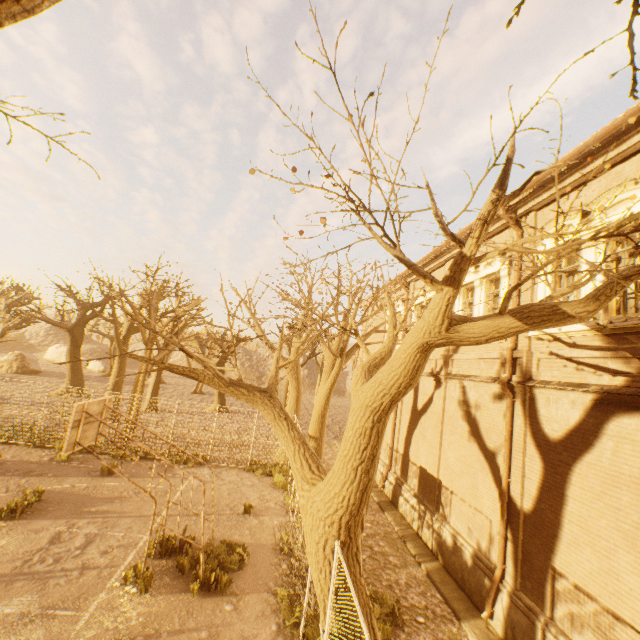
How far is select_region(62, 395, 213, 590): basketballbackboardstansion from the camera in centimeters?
766cm

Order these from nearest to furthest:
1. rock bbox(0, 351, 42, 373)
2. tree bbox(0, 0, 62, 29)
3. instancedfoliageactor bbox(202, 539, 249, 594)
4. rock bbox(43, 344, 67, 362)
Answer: tree bbox(0, 0, 62, 29) → instancedfoliageactor bbox(202, 539, 249, 594) → rock bbox(0, 351, 42, 373) → rock bbox(43, 344, 67, 362)

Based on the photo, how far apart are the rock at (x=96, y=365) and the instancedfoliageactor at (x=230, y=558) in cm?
5013

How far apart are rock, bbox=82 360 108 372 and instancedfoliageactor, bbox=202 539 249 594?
50.1m

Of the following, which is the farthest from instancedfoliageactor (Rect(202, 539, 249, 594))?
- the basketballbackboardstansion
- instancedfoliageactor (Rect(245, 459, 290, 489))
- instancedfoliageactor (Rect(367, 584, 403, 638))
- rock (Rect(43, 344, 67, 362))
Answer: rock (Rect(43, 344, 67, 362))

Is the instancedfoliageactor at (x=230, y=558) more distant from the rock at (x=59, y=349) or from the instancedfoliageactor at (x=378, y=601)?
the rock at (x=59, y=349)

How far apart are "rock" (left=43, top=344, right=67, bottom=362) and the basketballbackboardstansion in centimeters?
5347cm

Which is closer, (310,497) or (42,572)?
(310,497)
